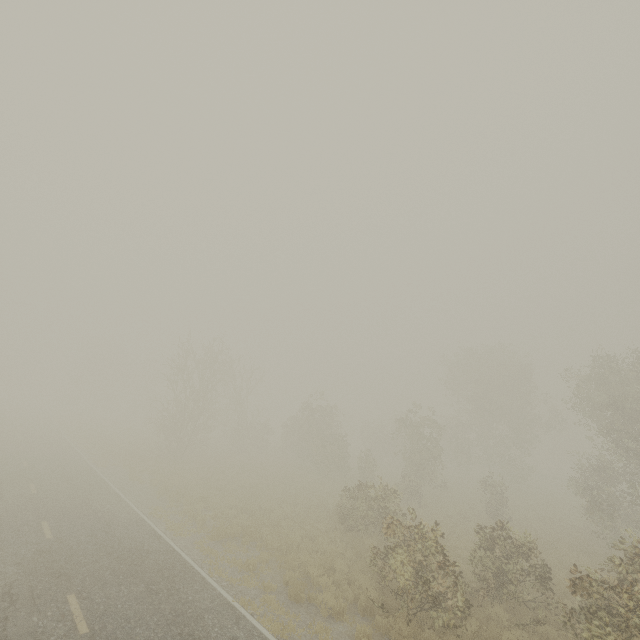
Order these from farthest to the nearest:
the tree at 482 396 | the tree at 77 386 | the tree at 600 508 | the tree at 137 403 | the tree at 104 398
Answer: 1. the tree at 104 398
2. the tree at 77 386
3. the tree at 137 403
4. the tree at 482 396
5. the tree at 600 508

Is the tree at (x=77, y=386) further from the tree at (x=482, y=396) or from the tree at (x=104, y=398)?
the tree at (x=482, y=396)

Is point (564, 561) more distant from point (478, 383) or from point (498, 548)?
Answer: point (478, 383)

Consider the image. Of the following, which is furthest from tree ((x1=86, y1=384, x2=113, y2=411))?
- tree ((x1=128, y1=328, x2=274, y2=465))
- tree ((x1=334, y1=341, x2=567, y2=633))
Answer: tree ((x1=334, y1=341, x2=567, y2=633))

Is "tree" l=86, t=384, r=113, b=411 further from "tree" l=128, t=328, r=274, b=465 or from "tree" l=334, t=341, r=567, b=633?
"tree" l=334, t=341, r=567, b=633

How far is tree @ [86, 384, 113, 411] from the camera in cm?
5769
